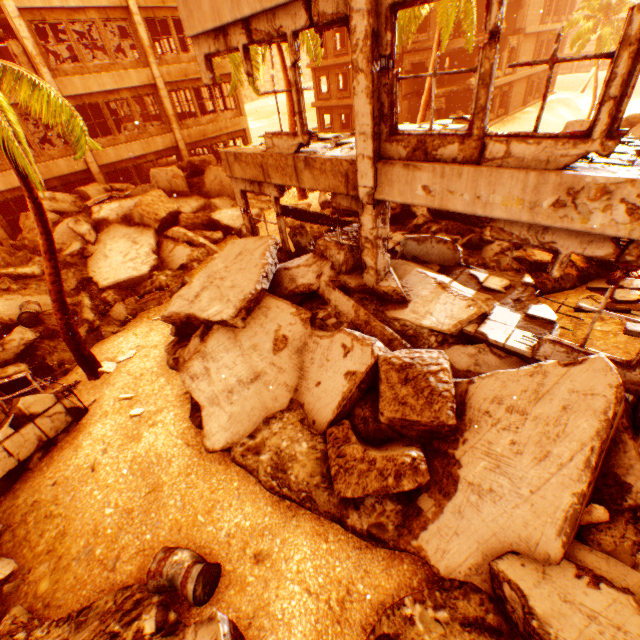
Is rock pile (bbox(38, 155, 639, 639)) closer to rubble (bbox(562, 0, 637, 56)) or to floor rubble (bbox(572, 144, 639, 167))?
rubble (bbox(562, 0, 637, 56))

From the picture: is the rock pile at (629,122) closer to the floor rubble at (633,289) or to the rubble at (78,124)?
the floor rubble at (633,289)

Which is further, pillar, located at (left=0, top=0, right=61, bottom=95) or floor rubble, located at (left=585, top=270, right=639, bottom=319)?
pillar, located at (left=0, top=0, right=61, bottom=95)

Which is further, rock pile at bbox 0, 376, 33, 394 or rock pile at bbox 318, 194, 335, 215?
rock pile at bbox 318, 194, 335, 215

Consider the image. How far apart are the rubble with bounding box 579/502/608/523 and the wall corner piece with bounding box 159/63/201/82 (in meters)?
23.54

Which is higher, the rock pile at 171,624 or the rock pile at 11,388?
the rock pile at 171,624

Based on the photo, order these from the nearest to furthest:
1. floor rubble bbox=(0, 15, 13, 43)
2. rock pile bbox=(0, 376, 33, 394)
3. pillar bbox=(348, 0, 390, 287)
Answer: pillar bbox=(348, 0, 390, 287) → rock pile bbox=(0, 376, 33, 394) → floor rubble bbox=(0, 15, 13, 43)

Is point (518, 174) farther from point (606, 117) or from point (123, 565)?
point (123, 565)
